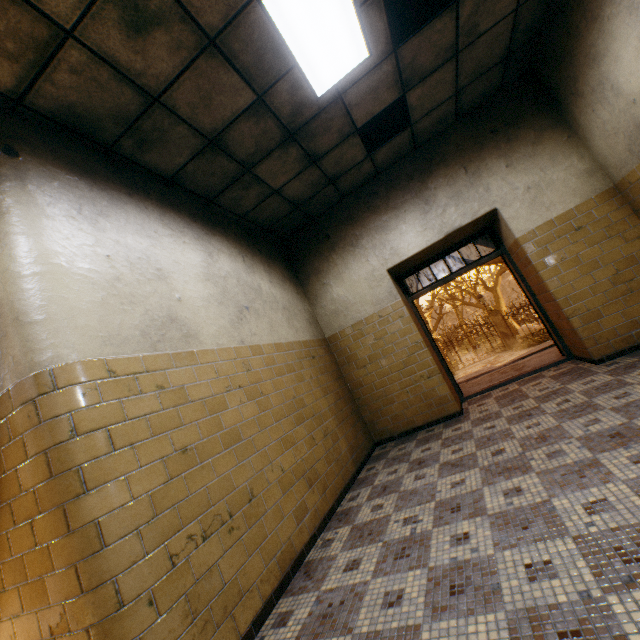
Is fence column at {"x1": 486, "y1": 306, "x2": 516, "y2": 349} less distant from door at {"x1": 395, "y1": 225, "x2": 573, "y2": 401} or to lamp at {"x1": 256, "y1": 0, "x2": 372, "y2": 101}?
door at {"x1": 395, "y1": 225, "x2": 573, "y2": 401}

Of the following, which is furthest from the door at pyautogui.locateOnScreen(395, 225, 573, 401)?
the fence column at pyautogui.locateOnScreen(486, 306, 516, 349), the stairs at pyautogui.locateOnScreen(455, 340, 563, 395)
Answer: the fence column at pyautogui.locateOnScreen(486, 306, 516, 349)

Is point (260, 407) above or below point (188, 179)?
below

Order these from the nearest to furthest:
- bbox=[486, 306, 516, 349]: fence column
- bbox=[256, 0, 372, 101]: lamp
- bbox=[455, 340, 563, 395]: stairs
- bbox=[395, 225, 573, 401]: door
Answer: bbox=[256, 0, 372, 101]: lamp
bbox=[395, 225, 573, 401]: door
bbox=[455, 340, 563, 395]: stairs
bbox=[486, 306, 516, 349]: fence column

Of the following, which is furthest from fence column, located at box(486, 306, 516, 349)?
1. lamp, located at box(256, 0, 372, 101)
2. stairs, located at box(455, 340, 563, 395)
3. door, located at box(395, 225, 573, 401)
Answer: lamp, located at box(256, 0, 372, 101)

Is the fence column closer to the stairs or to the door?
the stairs

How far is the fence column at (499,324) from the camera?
19.38m

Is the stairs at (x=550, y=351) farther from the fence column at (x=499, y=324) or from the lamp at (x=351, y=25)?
the fence column at (x=499, y=324)
